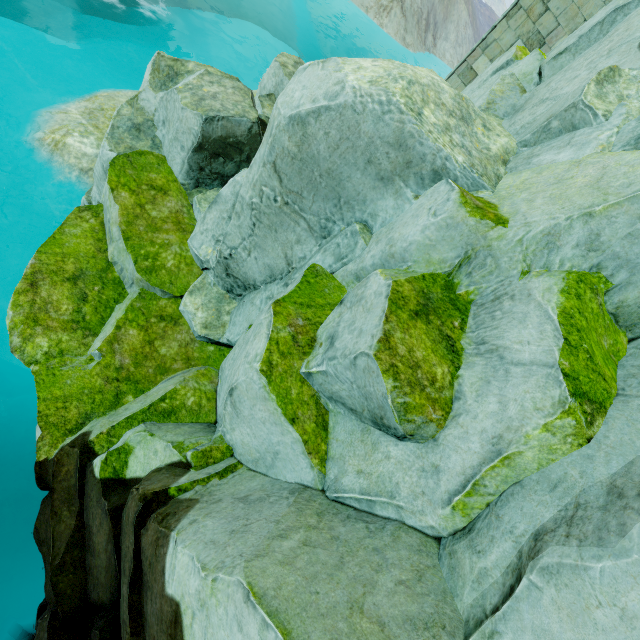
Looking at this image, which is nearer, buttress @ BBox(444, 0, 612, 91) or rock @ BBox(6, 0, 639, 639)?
rock @ BBox(6, 0, 639, 639)

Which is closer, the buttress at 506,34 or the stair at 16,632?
the stair at 16,632

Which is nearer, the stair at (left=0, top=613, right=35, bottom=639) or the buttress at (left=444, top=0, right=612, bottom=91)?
the stair at (left=0, top=613, right=35, bottom=639)

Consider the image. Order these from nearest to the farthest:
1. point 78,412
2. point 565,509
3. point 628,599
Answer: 1. point 628,599
2. point 565,509
3. point 78,412

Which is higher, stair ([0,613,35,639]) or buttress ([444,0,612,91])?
buttress ([444,0,612,91])

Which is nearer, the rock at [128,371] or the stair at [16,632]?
the rock at [128,371]

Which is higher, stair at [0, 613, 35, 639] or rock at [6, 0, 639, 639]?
rock at [6, 0, 639, 639]

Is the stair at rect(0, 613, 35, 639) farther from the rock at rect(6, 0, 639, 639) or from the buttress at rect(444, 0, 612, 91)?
the buttress at rect(444, 0, 612, 91)
